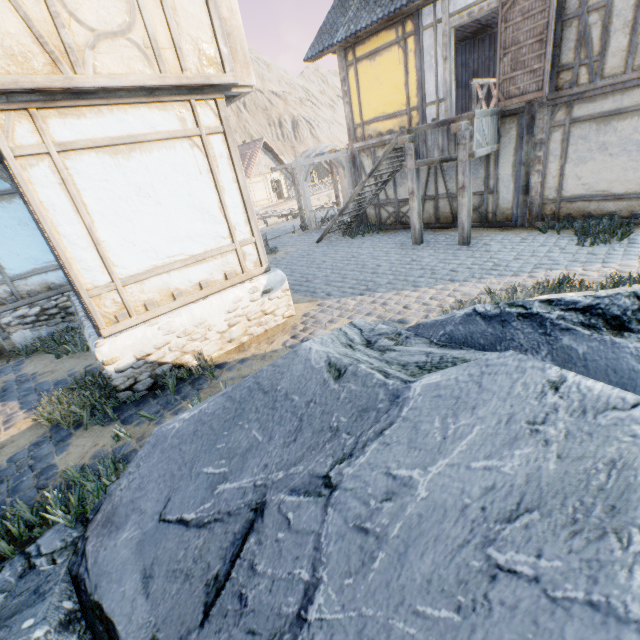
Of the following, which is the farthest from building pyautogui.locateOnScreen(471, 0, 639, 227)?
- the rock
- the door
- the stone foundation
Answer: the stone foundation

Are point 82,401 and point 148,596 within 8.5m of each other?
yes

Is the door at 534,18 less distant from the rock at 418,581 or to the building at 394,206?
the building at 394,206

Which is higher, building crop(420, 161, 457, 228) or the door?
the door

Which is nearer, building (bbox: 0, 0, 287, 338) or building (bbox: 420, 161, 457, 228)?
building (bbox: 0, 0, 287, 338)

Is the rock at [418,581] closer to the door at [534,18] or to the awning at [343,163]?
the door at [534,18]

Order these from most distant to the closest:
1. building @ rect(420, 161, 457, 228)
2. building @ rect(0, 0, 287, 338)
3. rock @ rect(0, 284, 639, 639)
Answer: building @ rect(420, 161, 457, 228), building @ rect(0, 0, 287, 338), rock @ rect(0, 284, 639, 639)
